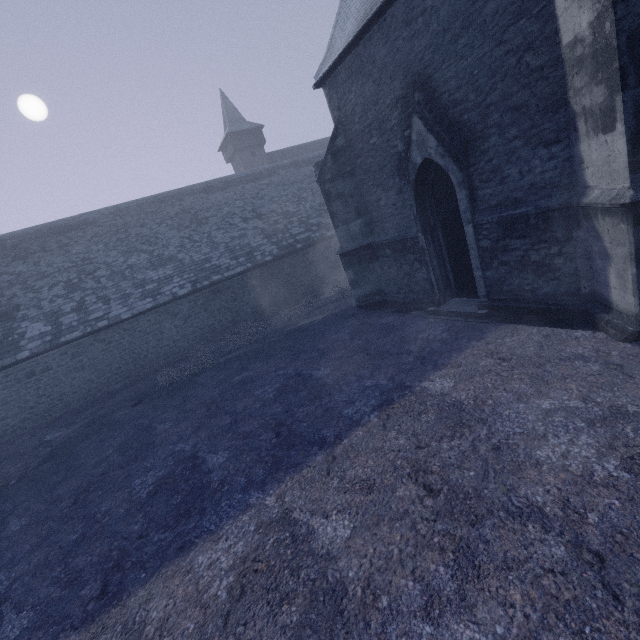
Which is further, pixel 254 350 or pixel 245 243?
pixel 245 243
